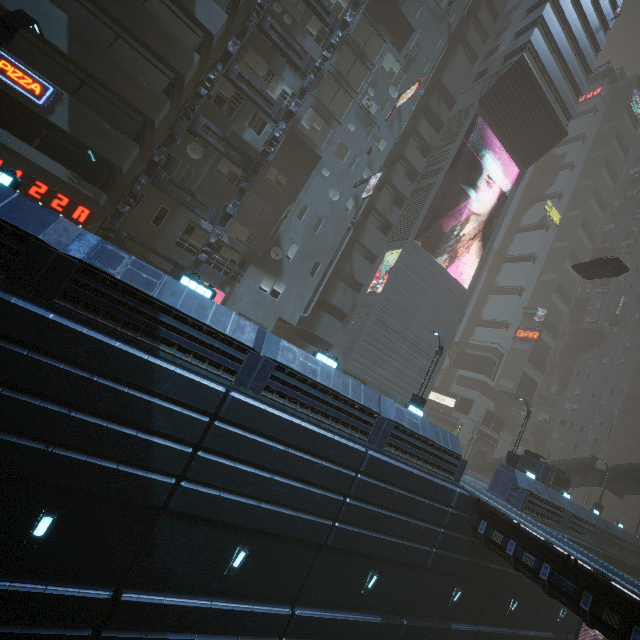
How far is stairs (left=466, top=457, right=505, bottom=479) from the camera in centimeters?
3888cm

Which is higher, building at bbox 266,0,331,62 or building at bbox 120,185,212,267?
building at bbox 266,0,331,62

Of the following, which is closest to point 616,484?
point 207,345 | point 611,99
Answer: point 207,345

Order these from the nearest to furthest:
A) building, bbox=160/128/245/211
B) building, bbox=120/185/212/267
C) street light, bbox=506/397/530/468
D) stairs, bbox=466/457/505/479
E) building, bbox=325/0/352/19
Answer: building, bbox=120/185/212/267 → building, bbox=160/128/245/211 → street light, bbox=506/397/530/468 → building, bbox=325/0/352/19 → stairs, bbox=466/457/505/479

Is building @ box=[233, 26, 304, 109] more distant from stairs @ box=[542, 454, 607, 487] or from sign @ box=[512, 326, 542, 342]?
stairs @ box=[542, 454, 607, 487]

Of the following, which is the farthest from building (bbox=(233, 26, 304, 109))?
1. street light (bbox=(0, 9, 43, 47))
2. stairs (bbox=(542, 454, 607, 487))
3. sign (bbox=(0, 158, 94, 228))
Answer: stairs (bbox=(542, 454, 607, 487))

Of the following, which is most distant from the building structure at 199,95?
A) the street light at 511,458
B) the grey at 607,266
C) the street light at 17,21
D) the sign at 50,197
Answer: the grey at 607,266

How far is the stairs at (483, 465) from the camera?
38.88m
